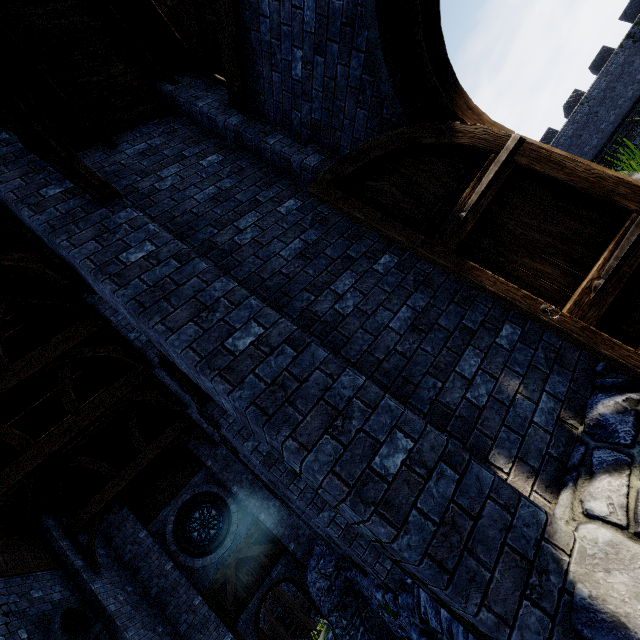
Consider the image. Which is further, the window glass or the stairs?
the stairs

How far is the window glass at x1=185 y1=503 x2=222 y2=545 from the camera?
11.95m

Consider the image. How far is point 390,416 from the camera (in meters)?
2.44

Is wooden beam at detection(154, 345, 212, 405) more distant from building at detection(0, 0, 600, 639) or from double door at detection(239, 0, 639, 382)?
double door at detection(239, 0, 639, 382)

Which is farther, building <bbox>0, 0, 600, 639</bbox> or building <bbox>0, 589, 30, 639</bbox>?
building <bbox>0, 589, 30, 639</bbox>

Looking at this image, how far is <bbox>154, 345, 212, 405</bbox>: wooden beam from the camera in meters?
3.9

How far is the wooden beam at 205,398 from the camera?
3.9m

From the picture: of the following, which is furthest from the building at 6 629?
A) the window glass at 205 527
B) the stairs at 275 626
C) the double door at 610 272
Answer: the stairs at 275 626
